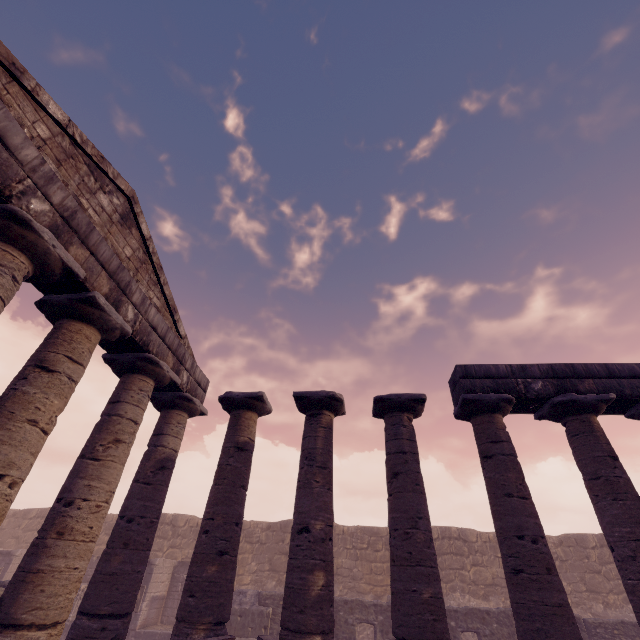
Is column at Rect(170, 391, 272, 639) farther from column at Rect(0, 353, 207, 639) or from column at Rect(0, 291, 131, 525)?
column at Rect(0, 291, 131, 525)

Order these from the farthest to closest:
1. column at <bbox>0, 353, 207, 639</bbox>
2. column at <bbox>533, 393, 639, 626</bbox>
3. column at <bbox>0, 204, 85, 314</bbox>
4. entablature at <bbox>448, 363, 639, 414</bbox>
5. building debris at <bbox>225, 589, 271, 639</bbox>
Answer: building debris at <bbox>225, 589, 271, 639</bbox>
entablature at <bbox>448, 363, 639, 414</bbox>
column at <bbox>533, 393, 639, 626</bbox>
column at <bbox>0, 353, 207, 639</bbox>
column at <bbox>0, 204, 85, 314</bbox>

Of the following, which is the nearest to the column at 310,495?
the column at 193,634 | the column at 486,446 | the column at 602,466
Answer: the column at 193,634

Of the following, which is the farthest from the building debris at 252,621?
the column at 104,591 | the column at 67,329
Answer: the column at 67,329

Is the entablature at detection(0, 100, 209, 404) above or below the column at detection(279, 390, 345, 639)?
above

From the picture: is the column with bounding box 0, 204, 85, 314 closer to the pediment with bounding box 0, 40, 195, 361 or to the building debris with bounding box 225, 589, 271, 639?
the pediment with bounding box 0, 40, 195, 361

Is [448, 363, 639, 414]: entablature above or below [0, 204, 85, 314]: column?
above

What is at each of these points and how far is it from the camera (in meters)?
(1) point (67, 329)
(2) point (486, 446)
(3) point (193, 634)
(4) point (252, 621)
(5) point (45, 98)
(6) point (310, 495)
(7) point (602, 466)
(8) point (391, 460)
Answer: (1) column, 6.04
(2) column, 8.03
(3) column, 6.14
(4) building debris, 12.80
(5) pediment, 5.63
(6) column, 7.46
(7) column, 7.41
(8) column, 7.99
